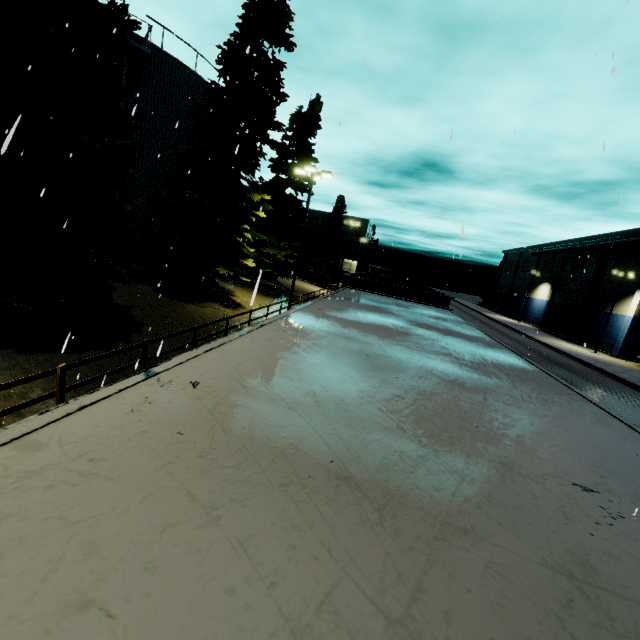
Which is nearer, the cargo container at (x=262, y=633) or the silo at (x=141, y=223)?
the cargo container at (x=262, y=633)

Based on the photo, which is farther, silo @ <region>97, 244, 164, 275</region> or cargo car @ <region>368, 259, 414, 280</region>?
cargo car @ <region>368, 259, 414, 280</region>

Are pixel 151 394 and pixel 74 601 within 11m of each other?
yes

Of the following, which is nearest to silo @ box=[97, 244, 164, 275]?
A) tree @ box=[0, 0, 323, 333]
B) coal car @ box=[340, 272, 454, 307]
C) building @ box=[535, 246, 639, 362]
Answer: tree @ box=[0, 0, 323, 333]

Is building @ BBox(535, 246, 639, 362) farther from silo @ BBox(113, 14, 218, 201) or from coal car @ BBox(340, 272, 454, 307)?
silo @ BBox(113, 14, 218, 201)

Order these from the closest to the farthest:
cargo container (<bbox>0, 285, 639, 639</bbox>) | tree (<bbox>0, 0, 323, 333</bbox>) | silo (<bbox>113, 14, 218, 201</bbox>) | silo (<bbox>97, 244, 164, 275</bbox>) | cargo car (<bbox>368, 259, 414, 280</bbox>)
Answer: cargo container (<bbox>0, 285, 639, 639</bbox>)
tree (<bbox>0, 0, 323, 333</bbox>)
silo (<bbox>113, 14, 218, 201</bbox>)
silo (<bbox>97, 244, 164, 275</bbox>)
cargo car (<bbox>368, 259, 414, 280</bbox>)

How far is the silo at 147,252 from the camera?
17.7m

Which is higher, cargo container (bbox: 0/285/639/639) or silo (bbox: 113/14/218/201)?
silo (bbox: 113/14/218/201)
